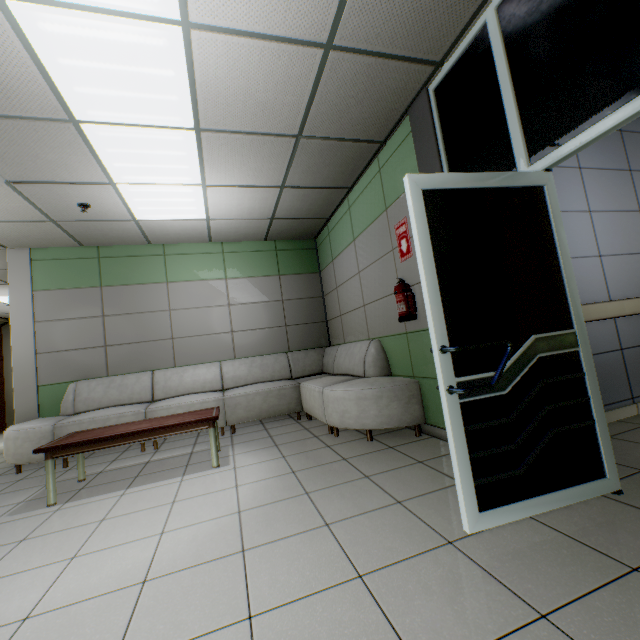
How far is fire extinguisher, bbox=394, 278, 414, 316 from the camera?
3.4 meters

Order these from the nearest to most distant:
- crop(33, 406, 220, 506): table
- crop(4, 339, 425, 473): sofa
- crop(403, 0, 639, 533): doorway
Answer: crop(403, 0, 639, 533): doorway
crop(33, 406, 220, 506): table
crop(4, 339, 425, 473): sofa

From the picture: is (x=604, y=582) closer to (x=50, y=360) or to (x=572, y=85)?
(x=572, y=85)

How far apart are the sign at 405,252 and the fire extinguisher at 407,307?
0.26m

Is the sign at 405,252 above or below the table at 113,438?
above

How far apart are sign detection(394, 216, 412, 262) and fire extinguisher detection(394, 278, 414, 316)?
0.26m

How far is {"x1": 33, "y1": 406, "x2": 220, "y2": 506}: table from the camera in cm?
293

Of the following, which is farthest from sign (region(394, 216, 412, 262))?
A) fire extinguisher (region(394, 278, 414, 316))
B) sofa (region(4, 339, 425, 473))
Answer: sofa (region(4, 339, 425, 473))
